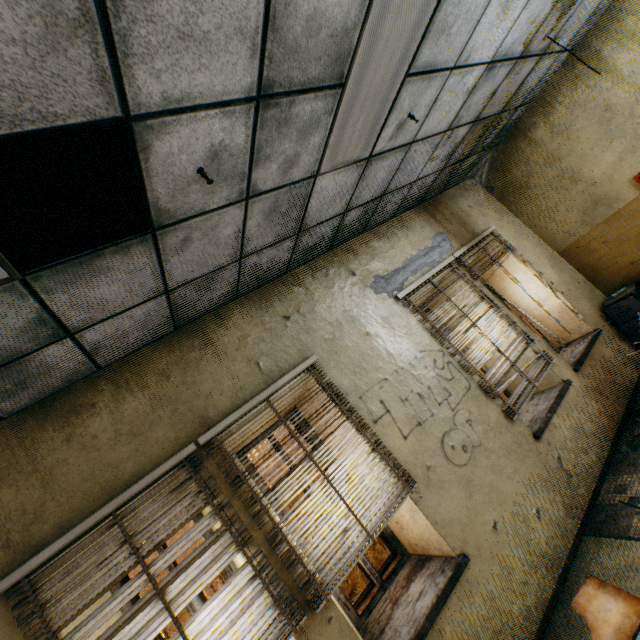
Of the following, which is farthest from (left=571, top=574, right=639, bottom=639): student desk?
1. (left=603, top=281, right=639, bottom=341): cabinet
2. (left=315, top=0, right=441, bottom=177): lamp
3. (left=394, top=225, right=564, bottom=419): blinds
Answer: (left=603, top=281, right=639, bottom=341): cabinet

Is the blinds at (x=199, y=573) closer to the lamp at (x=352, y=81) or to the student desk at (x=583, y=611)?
the student desk at (x=583, y=611)

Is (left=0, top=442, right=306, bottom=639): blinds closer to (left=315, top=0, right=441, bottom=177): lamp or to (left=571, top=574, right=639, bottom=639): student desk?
(left=571, top=574, right=639, bottom=639): student desk

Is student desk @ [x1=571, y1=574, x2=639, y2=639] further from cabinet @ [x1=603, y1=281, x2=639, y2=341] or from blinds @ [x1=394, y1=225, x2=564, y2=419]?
cabinet @ [x1=603, y1=281, x2=639, y2=341]

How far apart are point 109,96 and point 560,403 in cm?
498

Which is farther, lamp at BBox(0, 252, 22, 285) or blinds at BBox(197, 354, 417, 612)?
blinds at BBox(197, 354, 417, 612)

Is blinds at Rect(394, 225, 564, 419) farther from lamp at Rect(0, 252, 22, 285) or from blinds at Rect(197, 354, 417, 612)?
lamp at Rect(0, 252, 22, 285)

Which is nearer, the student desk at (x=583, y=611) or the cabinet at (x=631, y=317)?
the student desk at (x=583, y=611)
